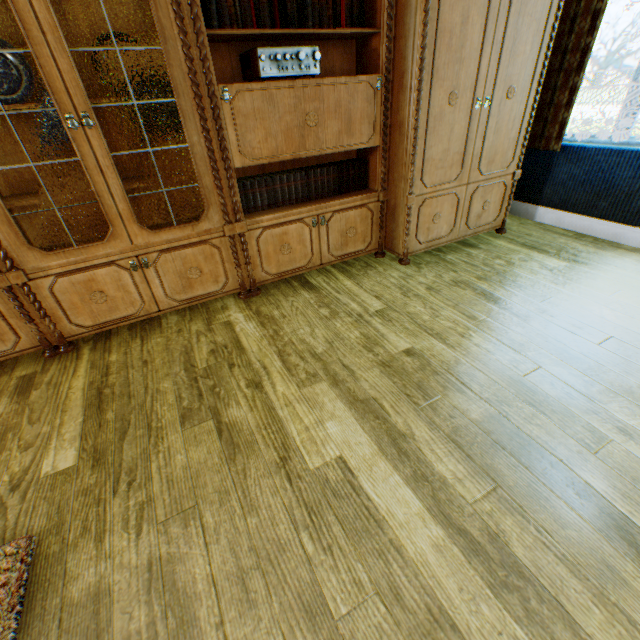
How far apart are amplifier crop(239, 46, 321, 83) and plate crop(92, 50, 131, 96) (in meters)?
0.58

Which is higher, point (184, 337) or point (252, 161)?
point (252, 161)

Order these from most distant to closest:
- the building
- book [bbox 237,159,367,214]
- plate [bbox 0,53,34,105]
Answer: book [bbox 237,159,367,214] → plate [bbox 0,53,34,105] → the building

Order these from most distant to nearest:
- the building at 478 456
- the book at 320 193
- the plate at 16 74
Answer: the book at 320 193
the plate at 16 74
the building at 478 456

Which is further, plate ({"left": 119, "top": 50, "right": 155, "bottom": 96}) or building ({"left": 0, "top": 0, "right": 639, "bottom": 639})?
plate ({"left": 119, "top": 50, "right": 155, "bottom": 96})

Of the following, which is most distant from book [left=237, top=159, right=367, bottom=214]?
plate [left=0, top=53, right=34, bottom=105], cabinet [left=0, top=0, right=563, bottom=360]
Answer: plate [left=0, top=53, right=34, bottom=105]

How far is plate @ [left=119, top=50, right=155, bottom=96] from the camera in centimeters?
193cm

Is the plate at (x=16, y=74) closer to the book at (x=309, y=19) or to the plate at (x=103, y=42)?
the plate at (x=103, y=42)
